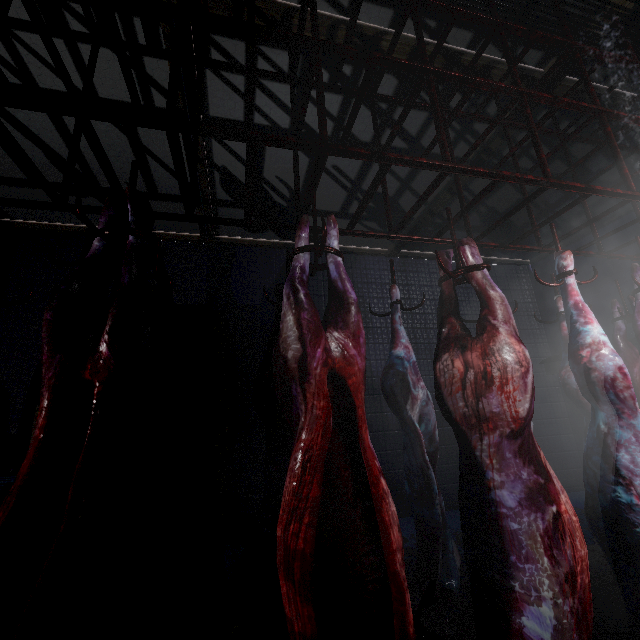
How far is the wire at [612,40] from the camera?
2.4 meters

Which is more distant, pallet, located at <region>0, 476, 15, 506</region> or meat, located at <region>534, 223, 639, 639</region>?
pallet, located at <region>0, 476, 15, 506</region>

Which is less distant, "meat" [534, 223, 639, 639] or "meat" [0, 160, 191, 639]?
"meat" [0, 160, 191, 639]

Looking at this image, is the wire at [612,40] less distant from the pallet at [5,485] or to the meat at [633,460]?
the meat at [633,460]

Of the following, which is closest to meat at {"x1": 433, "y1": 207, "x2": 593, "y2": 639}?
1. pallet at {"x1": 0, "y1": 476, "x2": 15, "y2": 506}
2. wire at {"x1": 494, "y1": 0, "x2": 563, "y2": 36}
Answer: wire at {"x1": 494, "y1": 0, "x2": 563, "y2": 36}

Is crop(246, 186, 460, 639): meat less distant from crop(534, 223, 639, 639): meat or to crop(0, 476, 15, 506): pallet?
crop(534, 223, 639, 639): meat

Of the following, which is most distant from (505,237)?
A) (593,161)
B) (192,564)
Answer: (192,564)

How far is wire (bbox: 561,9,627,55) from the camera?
2.4m
